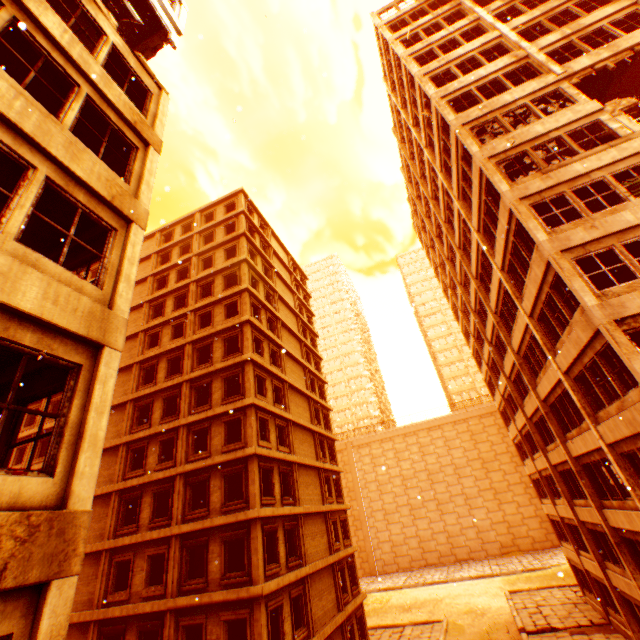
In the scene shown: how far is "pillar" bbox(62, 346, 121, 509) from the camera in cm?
414

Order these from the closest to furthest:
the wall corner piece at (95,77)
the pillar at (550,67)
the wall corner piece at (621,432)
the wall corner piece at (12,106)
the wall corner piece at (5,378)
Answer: the wall corner piece at (12,106) → the wall corner piece at (5,378) → the wall corner piece at (95,77) → the wall corner piece at (621,432) → the pillar at (550,67)

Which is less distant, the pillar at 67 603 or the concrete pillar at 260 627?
the pillar at 67 603

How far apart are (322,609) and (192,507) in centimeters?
1028cm

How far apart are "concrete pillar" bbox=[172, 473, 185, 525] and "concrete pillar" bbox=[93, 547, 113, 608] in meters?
4.5 m

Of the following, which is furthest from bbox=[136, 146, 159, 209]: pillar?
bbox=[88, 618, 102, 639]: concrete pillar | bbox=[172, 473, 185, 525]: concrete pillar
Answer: bbox=[88, 618, 102, 639]: concrete pillar

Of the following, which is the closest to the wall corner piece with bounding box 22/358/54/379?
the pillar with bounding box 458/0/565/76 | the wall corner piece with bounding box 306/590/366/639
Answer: the pillar with bounding box 458/0/565/76

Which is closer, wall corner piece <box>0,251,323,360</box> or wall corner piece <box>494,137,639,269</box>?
wall corner piece <box>0,251,323,360</box>
